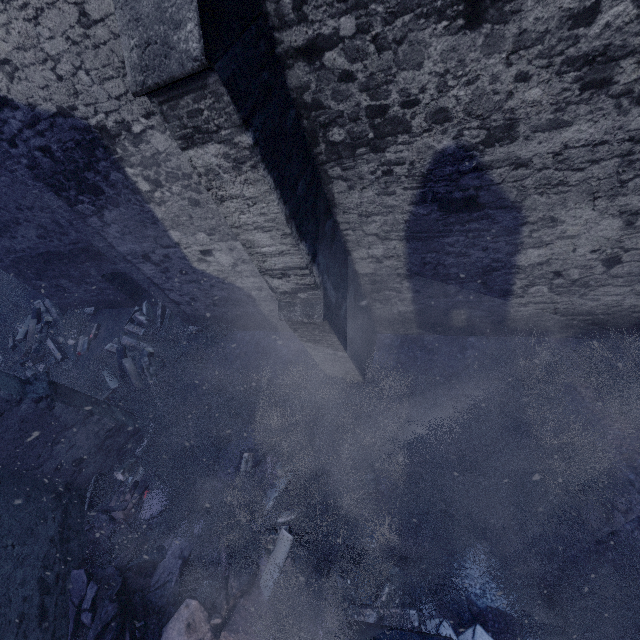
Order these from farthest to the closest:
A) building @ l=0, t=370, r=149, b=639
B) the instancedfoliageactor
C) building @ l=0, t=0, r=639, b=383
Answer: building @ l=0, t=370, r=149, b=639
the instancedfoliageactor
building @ l=0, t=0, r=639, b=383

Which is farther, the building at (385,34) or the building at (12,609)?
the building at (12,609)

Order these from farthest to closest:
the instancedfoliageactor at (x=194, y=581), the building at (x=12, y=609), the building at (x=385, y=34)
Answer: the building at (x=12, y=609) < the instancedfoliageactor at (x=194, y=581) < the building at (x=385, y=34)

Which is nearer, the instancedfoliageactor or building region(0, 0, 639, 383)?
building region(0, 0, 639, 383)

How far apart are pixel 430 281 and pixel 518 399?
2.0 meters

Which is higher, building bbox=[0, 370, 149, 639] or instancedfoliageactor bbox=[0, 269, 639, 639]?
building bbox=[0, 370, 149, 639]
